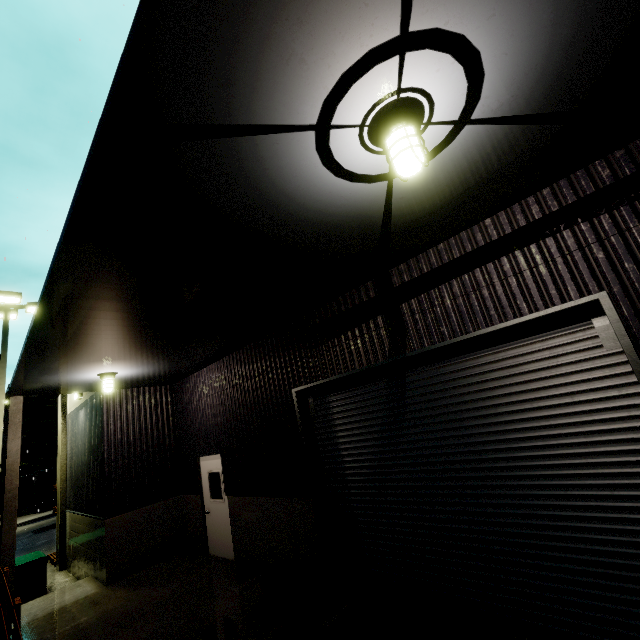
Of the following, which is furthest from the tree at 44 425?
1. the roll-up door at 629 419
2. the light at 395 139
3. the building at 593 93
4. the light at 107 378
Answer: the light at 395 139

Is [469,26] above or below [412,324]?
above

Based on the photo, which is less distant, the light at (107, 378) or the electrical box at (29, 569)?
the light at (107, 378)

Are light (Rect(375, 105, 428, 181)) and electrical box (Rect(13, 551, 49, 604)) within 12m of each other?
no

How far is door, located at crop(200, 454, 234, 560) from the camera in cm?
814

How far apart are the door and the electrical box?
5.0m

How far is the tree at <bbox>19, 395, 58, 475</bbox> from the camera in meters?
33.2

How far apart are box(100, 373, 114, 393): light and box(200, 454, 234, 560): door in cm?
310
